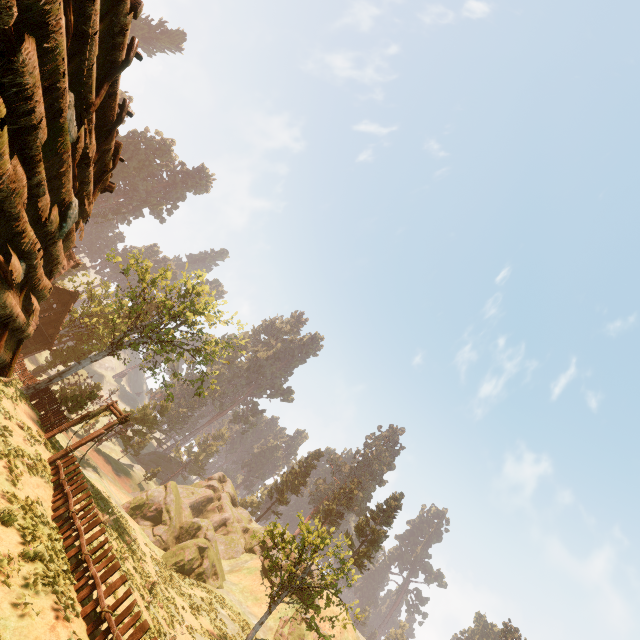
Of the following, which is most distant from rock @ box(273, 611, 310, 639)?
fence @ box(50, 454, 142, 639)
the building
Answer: the building

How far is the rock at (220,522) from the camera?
31.2 meters

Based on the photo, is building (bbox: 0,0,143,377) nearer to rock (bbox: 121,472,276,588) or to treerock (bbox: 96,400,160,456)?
treerock (bbox: 96,400,160,456)

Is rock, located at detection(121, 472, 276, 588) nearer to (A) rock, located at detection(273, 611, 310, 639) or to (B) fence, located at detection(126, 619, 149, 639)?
(A) rock, located at detection(273, 611, 310, 639)

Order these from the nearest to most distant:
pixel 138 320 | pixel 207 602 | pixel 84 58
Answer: pixel 84 58, pixel 207 602, pixel 138 320

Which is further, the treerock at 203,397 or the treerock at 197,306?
the treerock at 203,397

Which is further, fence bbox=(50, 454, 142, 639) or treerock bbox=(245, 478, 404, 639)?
treerock bbox=(245, 478, 404, 639)

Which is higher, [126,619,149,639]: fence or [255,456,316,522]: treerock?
[255,456,316,522]: treerock
